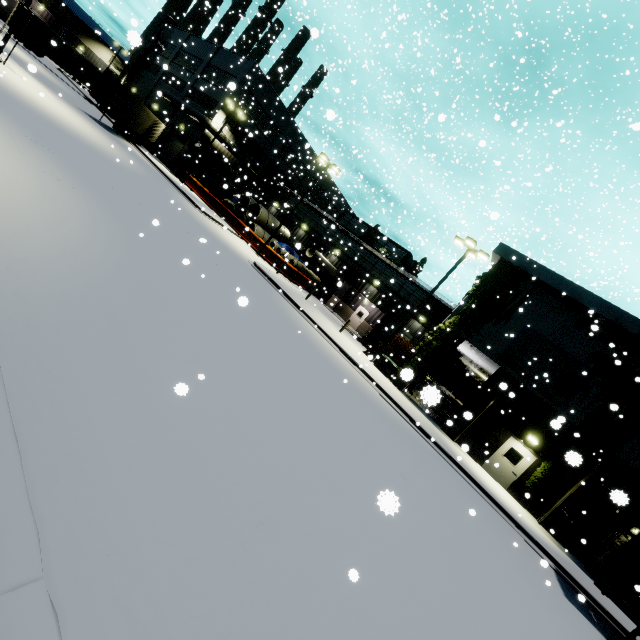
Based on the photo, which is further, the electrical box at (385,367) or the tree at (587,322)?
the electrical box at (385,367)

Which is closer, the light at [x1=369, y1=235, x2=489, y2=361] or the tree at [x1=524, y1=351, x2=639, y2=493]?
the tree at [x1=524, y1=351, x2=639, y2=493]

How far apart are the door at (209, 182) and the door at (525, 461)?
40.2 meters

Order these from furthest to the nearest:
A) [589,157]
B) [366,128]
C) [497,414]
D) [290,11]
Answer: [589,157], [366,128], [290,11], [497,414]

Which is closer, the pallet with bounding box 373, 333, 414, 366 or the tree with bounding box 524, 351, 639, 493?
the tree with bounding box 524, 351, 639, 493

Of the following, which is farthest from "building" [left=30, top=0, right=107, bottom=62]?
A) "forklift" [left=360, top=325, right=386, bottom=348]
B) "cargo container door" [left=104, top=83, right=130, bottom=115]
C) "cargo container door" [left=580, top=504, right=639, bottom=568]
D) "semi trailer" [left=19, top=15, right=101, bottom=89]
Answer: "cargo container door" [left=580, top=504, right=639, bottom=568]

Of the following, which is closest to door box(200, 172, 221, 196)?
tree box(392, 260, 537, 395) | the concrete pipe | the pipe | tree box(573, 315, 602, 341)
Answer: tree box(392, 260, 537, 395)

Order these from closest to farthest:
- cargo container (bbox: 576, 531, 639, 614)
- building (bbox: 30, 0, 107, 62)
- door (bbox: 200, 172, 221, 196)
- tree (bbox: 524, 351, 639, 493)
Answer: cargo container (bbox: 576, 531, 639, 614)
tree (bbox: 524, 351, 639, 493)
door (bbox: 200, 172, 221, 196)
building (bbox: 30, 0, 107, 62)
